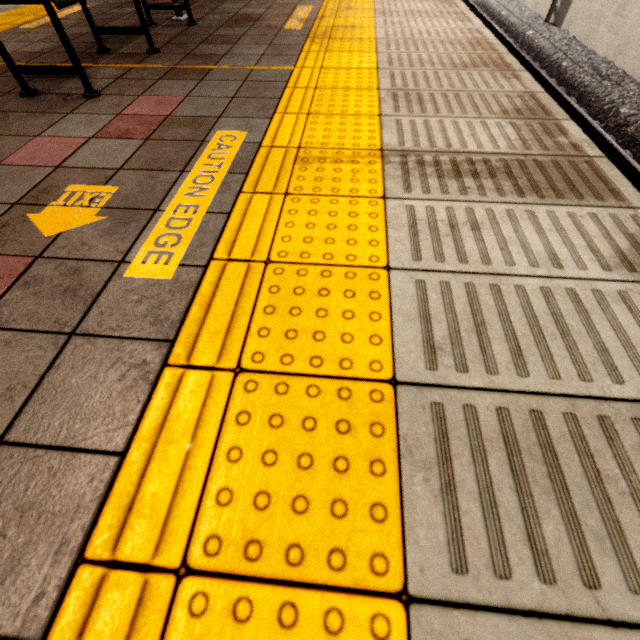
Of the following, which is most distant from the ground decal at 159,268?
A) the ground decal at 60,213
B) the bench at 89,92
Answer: the bench at 89,92

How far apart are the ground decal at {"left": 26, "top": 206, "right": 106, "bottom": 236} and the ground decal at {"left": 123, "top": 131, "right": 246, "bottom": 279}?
0.34m

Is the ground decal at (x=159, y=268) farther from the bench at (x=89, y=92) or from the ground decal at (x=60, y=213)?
the bench at (x=89, y=92)

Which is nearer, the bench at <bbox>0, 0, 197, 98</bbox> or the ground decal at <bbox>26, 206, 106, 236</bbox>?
the ground decal at <bbox>26, 206, 106, 236</bbox>

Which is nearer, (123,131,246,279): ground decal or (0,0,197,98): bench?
(123,131,246,279): ground decal

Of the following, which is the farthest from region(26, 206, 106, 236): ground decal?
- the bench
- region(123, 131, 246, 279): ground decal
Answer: the bench

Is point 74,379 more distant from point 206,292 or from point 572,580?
point 572,580
